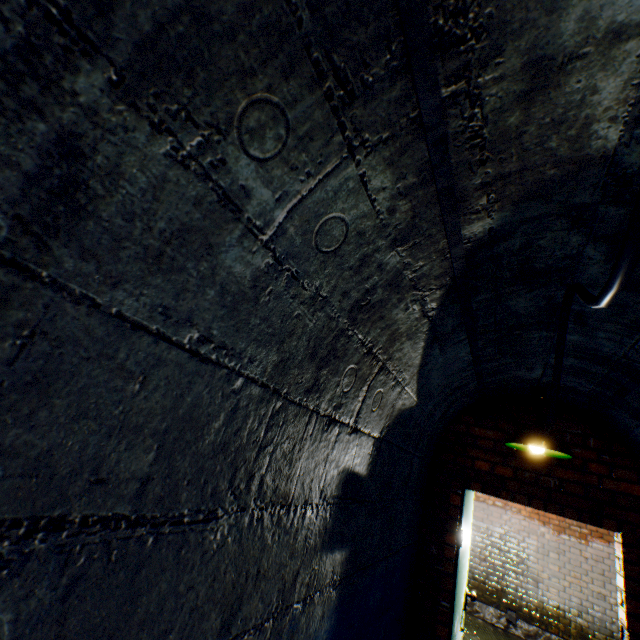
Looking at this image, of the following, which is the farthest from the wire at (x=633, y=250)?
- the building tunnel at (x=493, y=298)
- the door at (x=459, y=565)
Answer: the door at (x=459, y=565)

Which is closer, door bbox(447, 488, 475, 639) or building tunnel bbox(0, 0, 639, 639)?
building tunnel bbox(0, 0, 639, 639)

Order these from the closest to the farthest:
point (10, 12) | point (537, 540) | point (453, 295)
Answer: point (10, 12) → point (453, 295) → point (537, 540)

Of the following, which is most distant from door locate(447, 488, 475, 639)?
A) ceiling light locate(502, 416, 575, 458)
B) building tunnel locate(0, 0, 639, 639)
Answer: ceiling light locate(502, 416, 575, 458)

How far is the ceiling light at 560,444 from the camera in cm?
235

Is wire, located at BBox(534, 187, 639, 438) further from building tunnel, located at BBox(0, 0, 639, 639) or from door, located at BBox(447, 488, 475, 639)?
door, located at BBox(447, 488, 475, 639)

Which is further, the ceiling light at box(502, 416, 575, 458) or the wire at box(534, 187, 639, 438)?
the ceiling light at box(502, 416, 575, 458)

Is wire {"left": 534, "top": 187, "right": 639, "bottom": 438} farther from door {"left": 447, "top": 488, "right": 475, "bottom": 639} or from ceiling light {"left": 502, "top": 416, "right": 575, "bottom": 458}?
door {"left": 447, "top": 488, "right": 475, "bottom": 639}
